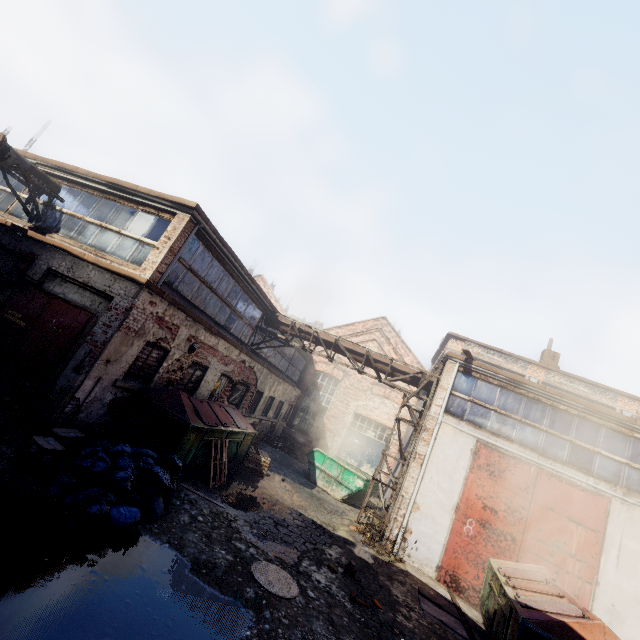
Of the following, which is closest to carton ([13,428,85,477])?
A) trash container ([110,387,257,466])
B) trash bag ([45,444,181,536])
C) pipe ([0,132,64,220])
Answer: trash bag ([45,444,181,536])

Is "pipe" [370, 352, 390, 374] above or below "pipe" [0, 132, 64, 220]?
above

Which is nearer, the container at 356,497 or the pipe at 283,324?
the container at 356,497

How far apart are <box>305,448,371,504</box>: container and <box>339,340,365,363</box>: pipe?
4.42m

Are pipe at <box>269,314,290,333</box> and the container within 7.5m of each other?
yes

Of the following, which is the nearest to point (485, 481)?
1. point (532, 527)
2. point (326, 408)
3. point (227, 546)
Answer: point (532, 527)

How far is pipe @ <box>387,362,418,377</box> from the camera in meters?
12.7

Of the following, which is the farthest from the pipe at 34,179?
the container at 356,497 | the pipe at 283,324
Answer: the container at 356,497
